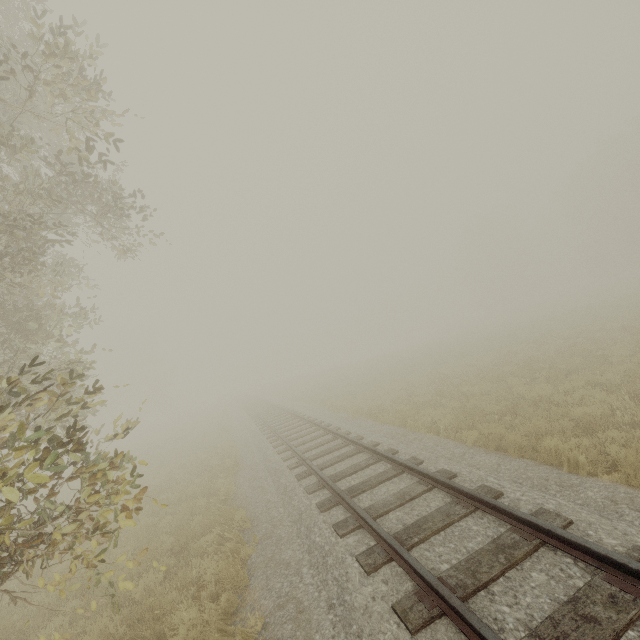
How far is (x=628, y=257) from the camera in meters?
38.7
